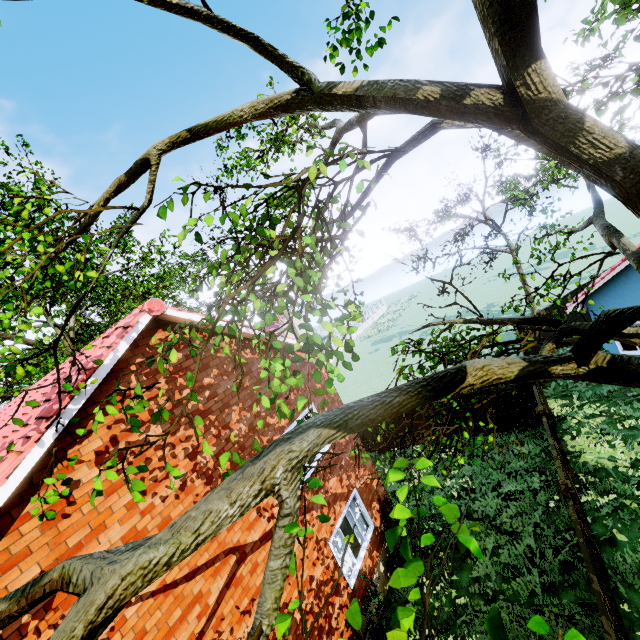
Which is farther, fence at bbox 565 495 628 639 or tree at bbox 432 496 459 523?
fence at bbox 565 495 628 639

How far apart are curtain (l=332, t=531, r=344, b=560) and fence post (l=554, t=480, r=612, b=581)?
5.3m

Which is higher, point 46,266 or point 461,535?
point 46,266

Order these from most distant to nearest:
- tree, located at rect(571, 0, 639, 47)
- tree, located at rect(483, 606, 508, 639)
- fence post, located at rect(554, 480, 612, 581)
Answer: fence post, located at rect(554, 480, 612, 581)
tree, located at rect(571, 0, 639, 47)
tree, located at rect(483, 606, 508, 639)

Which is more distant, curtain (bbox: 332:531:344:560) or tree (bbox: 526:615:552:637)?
curtain (bbox: 332:531:344:560)

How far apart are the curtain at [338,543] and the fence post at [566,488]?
5.3m

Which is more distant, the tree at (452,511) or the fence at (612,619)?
the fence at (612,619)

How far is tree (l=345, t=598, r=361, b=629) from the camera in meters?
1.3
